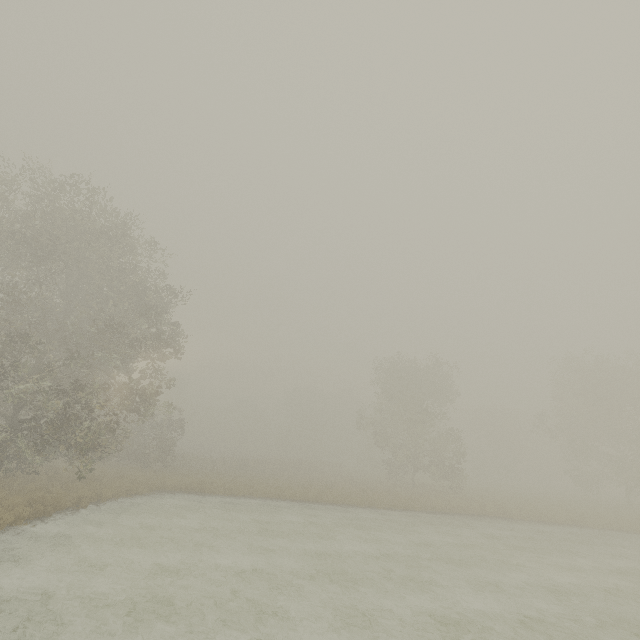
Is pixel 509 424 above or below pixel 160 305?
below
